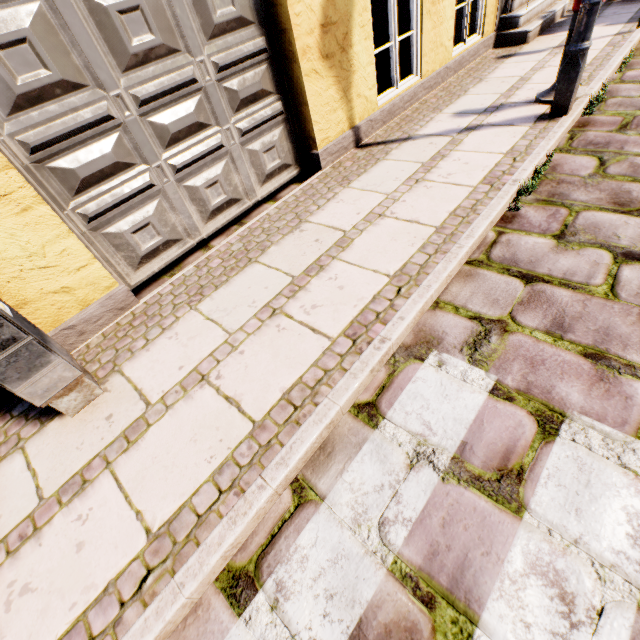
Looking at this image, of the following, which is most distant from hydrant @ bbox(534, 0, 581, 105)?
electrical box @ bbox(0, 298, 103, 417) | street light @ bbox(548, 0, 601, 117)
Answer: electrical box @ bbox(0, 298, 103, 417)

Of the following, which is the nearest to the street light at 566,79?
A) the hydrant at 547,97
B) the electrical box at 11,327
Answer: the hydrant at 547,97

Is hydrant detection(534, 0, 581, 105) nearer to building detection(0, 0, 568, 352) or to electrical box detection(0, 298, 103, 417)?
building detection(0, 0, 568, 352)

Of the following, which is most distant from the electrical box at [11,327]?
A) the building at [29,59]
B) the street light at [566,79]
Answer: the street light at [566,79]

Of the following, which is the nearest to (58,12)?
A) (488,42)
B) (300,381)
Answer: (300,381)

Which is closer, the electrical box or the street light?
the electrical box

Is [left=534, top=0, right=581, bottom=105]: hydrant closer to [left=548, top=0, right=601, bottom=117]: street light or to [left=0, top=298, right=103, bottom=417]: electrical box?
[left=548, top=0, right=601, bottom=117]: street light
